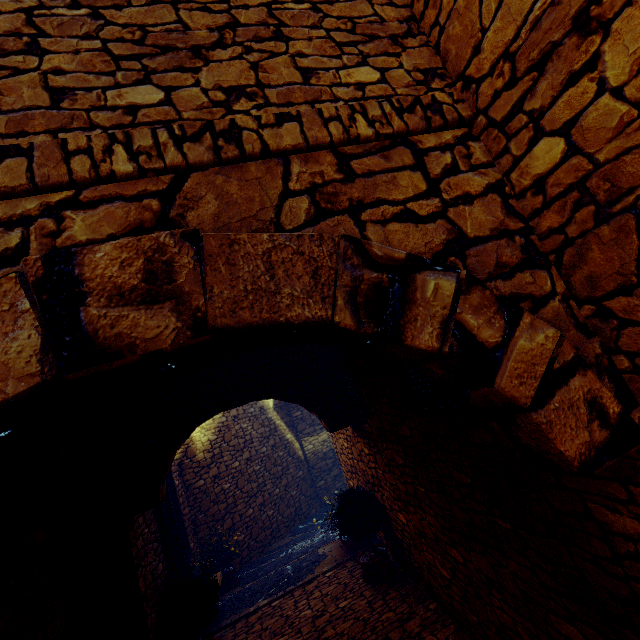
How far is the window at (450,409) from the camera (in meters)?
2.44

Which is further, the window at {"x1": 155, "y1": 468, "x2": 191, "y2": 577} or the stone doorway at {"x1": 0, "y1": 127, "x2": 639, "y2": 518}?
the window at {"x1": 155, "y1": 468, "x2": 191, "y2": 577}

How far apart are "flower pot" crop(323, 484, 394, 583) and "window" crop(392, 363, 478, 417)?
2.8 meters

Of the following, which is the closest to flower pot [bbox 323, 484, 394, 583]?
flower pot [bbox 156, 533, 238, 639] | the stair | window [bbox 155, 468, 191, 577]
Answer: the stair

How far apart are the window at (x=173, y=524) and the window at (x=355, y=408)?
3.48m

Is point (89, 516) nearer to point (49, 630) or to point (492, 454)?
point (49, 630)

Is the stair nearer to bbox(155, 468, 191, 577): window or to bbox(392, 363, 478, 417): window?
bbox(155, 468, 191, 577): window

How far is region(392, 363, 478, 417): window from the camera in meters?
2.4 m
